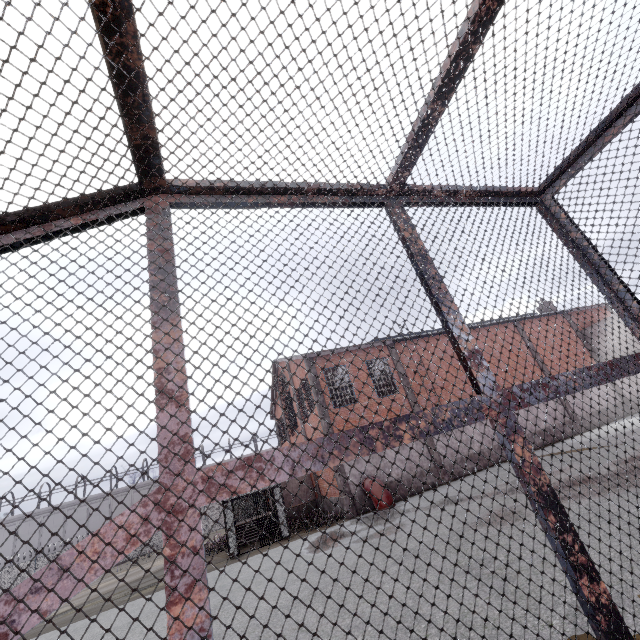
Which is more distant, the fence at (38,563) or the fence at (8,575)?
the fence at (38,563)

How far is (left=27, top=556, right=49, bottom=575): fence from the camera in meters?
31.6

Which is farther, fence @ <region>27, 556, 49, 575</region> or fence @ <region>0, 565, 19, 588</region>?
fence @ <region>27, 556, 49, 575</region>

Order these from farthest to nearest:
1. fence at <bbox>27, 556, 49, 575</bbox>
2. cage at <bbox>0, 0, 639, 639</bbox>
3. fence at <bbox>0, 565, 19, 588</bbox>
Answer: fence at <bbox>27, 556, 49, 575</bbox>
fence at <bbox>0, 565, 19, 588</bbox>
cage at <bbox>0, 0, 639, 639</bbox>

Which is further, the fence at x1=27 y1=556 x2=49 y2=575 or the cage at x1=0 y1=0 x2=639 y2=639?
the fence at x1=27 y1=556 x2=49 y2=575

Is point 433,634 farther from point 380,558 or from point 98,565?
point 98,565

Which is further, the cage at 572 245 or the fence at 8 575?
the fence at 8 575
